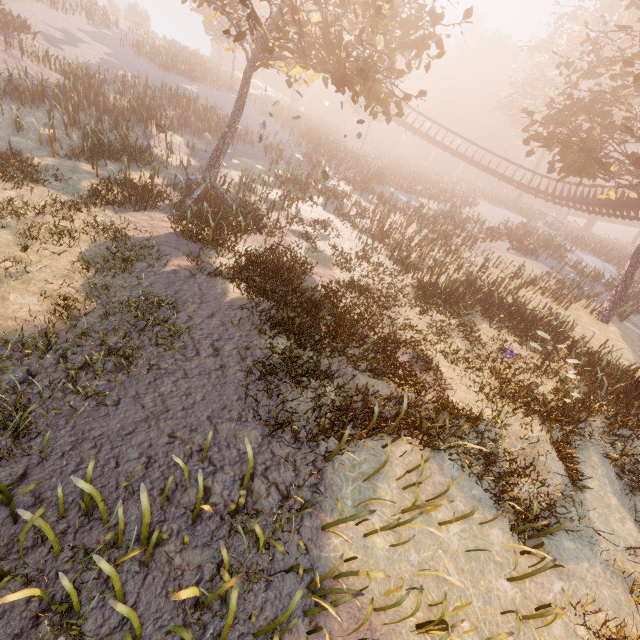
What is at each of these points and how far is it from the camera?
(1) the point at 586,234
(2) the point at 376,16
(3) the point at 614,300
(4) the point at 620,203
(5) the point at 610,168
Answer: (1) instancedfoliageactor, 57.4m
(2) tree, 9.7m
(3) tree, 19.6m
(4) roller coaster, 21.5m
(5) tree, 16.6m

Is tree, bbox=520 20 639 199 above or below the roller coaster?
above

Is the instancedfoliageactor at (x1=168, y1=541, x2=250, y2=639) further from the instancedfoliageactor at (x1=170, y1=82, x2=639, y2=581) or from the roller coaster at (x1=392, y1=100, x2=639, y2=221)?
the instancedfoliageactor at (x1=170, y1=82, x2=639, y2=581)

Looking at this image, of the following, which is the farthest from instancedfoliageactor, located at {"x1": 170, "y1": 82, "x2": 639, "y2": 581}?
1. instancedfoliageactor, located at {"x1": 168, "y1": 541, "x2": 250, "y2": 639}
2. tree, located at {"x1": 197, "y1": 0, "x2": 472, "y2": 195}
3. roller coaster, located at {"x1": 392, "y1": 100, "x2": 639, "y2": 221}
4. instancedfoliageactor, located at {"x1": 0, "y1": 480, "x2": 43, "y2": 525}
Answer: instancedfoliageactor, located at {"x1": 0, "y1": 480, "x2": 43, "y2": 525}

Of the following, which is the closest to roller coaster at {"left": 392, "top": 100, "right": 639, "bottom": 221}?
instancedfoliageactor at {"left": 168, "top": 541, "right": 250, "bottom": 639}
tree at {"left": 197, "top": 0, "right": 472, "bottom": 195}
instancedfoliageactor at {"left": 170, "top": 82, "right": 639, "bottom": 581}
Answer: tree at {"left": 197, "top": 0, "right": 472, "bottom": 195}

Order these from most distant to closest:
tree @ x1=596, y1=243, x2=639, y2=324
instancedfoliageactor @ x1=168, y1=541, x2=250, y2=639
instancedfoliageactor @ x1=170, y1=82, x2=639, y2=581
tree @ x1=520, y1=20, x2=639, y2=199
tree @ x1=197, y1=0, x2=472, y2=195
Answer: tree @ x1=596, y1=243, x2=639, y2=324 → tree @ x1=520, y1=20, x2=639, y2=199 → tree @ x1=197, y1=0, x2=472, y2=195 → instancedfoliageactor @ x1=170, y1=82, x2=639, y2=581 → instancedfoliageactor @ x1=168, y1=541, x2=250, y2=639

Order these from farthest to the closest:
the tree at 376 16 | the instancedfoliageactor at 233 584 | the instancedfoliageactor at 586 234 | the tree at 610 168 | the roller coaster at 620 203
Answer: the roller coaster at 620 203 < the tree at 610 168 < the tree at 376 16 < the instancedfoliageactor at 586 234 < the instancedfoliageactor at 233 584

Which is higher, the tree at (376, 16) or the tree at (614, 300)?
the tree at (376, 16)
